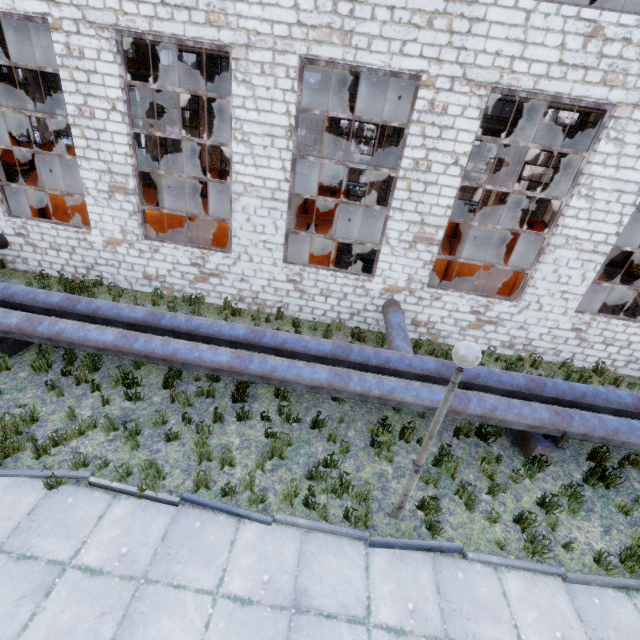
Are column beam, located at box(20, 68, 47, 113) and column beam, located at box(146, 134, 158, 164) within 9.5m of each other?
yes

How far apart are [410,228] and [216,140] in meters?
22.4

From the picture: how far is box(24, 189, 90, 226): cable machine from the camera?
12.6m

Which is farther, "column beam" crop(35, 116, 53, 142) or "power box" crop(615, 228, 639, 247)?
"column beam" crop(35, 116, 53, 142)

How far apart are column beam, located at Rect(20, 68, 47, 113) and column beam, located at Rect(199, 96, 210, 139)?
12.8m

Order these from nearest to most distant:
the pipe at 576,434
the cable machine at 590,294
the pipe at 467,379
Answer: the pipe at 576,434, the pipe at 467,379, the cable machine at 590,294

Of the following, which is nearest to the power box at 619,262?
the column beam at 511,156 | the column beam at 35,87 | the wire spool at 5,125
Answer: the column beam at 511,156

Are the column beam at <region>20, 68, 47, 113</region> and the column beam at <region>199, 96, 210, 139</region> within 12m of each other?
no
